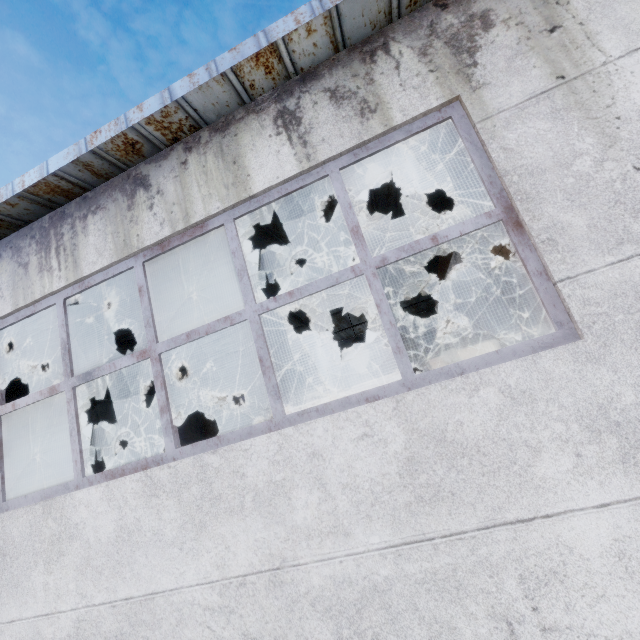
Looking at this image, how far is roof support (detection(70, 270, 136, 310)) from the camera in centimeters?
502cm

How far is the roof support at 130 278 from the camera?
5.0m

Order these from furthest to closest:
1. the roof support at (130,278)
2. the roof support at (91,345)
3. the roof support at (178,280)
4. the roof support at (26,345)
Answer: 1. the roof support at (91,345)
2. the roof support at (26,345)
3. the roof support at (178,280)
4. the roof support at (130,278)

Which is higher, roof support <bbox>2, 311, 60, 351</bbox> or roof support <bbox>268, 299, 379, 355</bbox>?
roof support <bbox>2, 311, 60, 351</bbox>

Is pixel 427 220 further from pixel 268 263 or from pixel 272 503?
pixel 272 503
